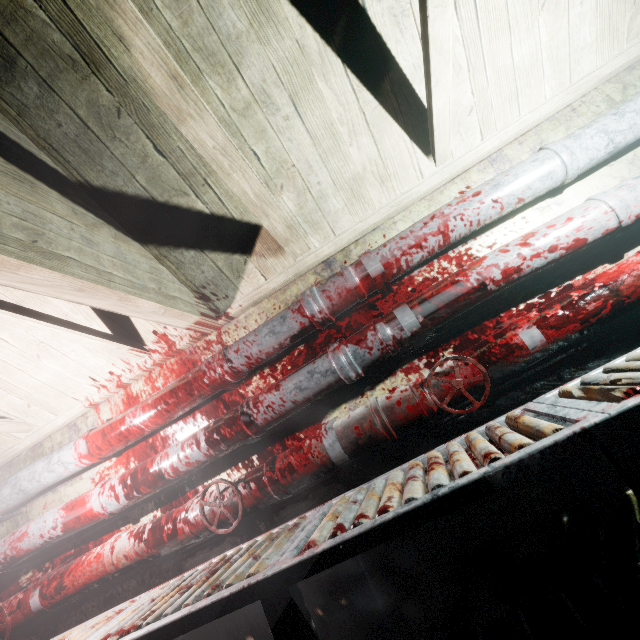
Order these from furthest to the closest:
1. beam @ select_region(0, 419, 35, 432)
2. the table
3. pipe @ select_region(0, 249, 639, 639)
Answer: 1. beam @ select_region(0, 419, 35, 432)
2. pipe @ select_region(0, 249, 639, 639)
3. the table

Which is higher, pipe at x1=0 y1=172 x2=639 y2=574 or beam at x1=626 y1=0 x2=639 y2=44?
beam at x1=626 y1=0 x2=639 y2=44

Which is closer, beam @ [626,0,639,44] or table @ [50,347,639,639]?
table @ [50,347,639,639]

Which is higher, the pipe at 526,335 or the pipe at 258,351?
the pipe at 258,351

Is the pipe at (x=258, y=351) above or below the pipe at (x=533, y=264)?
above

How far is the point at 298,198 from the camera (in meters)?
1.71

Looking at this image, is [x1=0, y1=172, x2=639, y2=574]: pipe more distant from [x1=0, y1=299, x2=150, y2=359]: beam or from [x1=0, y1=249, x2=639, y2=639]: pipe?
[x1=0, y1=299, x2=150, y2=359]: beam

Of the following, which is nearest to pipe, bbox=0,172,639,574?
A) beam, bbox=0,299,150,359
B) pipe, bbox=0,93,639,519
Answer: pipe, bbox=0,93,639,519
